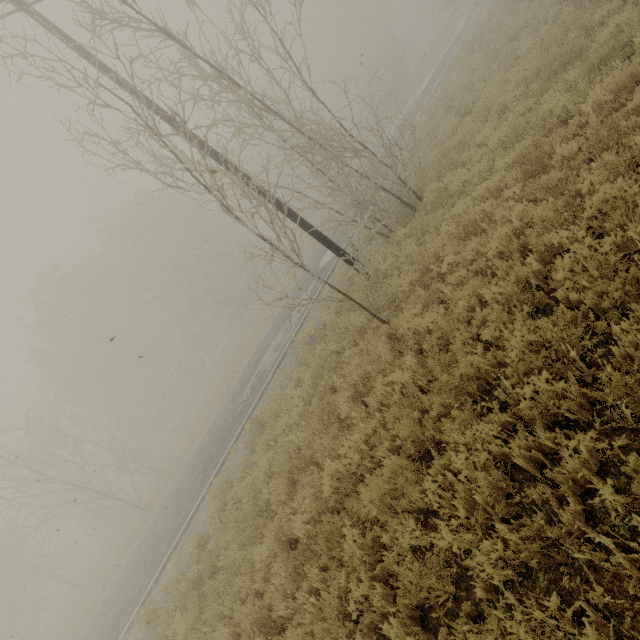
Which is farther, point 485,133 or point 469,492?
point 485,133
